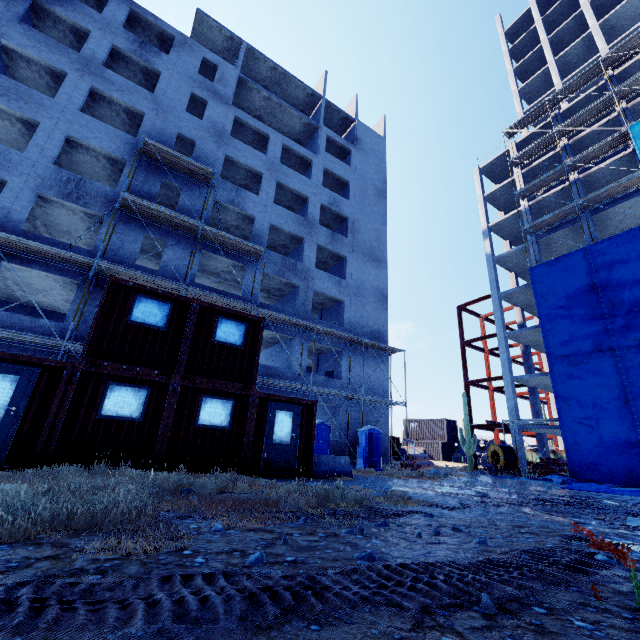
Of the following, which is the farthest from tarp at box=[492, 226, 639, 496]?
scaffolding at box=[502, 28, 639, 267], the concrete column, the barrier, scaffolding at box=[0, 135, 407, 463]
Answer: the barrier

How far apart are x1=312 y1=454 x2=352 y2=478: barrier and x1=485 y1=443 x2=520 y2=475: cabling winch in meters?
14.9

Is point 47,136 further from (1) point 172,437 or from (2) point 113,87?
(1) point 172,437

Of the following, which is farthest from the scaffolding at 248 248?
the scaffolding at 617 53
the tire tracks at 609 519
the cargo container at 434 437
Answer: the cargo container at 434 437

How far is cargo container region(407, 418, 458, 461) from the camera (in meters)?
36.69

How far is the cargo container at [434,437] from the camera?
36.7m

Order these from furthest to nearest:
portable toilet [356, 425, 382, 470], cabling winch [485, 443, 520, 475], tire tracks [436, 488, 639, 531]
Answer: cabling winch [485, 443, 520, 475]
portable toilet [356, 425, 382, 470]
tire tracks [436, 488, 639, 531]

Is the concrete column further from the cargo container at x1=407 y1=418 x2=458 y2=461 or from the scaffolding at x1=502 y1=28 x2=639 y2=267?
the cargo container at x1=407 y1=418 x2=458 y2=461
